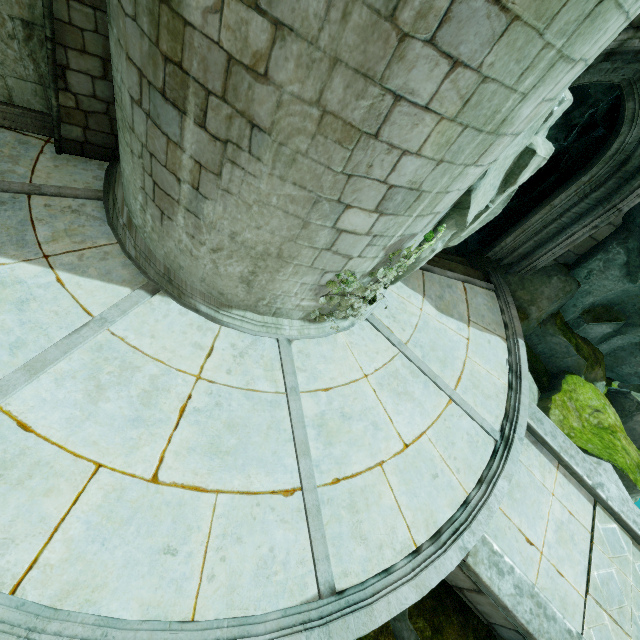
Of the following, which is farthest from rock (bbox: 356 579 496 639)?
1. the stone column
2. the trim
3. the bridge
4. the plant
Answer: the trim

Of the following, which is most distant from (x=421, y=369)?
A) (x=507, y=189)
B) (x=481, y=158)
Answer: (x=481, y=158)

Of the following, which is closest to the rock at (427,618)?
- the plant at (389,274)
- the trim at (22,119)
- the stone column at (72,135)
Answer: the plant at (389,274)

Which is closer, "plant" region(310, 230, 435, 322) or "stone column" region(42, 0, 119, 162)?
"stone column" region(42, 0, 119, 162)

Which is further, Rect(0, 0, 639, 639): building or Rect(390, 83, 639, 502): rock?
Rect(390, 83, 639, 502): rock

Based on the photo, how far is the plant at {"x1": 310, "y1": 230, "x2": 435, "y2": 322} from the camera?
→ 4.87m

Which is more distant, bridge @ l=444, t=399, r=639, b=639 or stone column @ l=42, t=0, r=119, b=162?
bridge @ l=444, t=399, r=639, b=639
